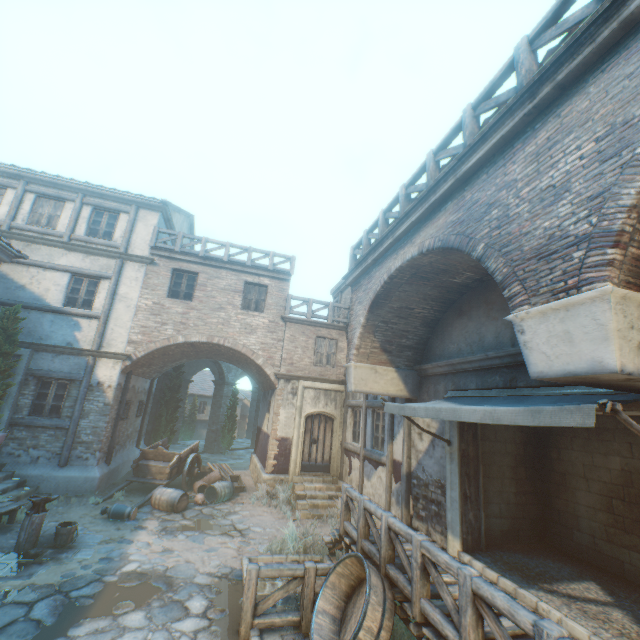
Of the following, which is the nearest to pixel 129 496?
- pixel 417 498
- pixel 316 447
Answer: pixel 316 447

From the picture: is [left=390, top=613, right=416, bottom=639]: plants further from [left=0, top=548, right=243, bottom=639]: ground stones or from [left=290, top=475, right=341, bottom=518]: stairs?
[left=290, top=475, right=341, bottom=518]: stairs

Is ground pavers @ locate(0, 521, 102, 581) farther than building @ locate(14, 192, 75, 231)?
No

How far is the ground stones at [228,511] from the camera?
8.7 meters

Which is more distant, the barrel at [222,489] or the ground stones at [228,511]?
the barrel at [222,489]

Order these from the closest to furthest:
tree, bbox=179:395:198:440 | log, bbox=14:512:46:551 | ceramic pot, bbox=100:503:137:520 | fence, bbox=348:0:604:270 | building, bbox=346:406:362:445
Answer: fence, bbox=348:0:604:270, log, bbox=14:512:46:551, ceramic pot, bbox=100:503:137:520, building, bbox=346:406:362:445, tree, bbox=179:395:198:440

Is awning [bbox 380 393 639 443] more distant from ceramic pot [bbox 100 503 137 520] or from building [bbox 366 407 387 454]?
ceramic pot [bbox 100 503 137 520]

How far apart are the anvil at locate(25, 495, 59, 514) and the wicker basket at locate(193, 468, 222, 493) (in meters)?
5.27
